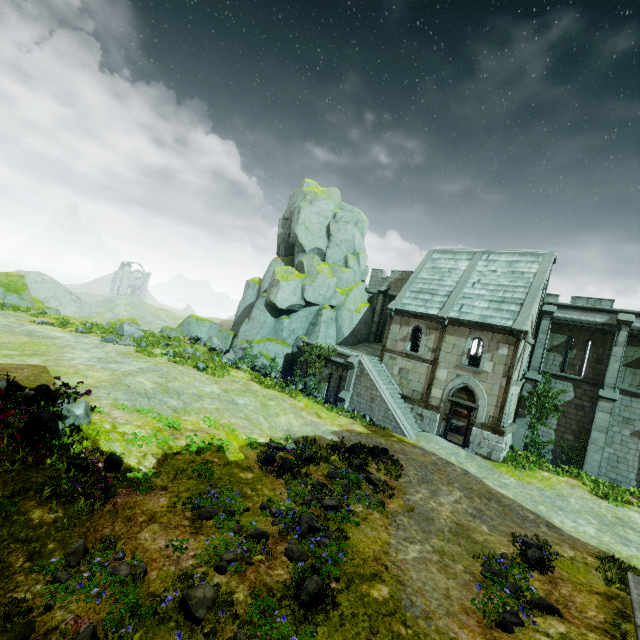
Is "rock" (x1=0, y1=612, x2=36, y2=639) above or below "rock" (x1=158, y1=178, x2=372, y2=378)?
below

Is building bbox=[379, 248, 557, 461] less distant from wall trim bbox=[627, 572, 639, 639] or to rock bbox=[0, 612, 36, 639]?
wall trim bbox=[627, 572, 639, 639]

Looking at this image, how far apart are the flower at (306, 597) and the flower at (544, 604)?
2.8 meters

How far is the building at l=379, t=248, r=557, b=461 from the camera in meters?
18.5

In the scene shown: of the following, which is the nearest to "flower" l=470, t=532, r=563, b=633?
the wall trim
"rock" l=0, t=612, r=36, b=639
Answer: the wall trim

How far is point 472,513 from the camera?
11.6 meters

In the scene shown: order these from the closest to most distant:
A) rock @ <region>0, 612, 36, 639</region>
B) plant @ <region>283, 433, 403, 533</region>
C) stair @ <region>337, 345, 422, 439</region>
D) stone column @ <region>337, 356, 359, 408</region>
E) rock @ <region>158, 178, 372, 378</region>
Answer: rock @ <region>0, 612, 36, 639</region>
plant @ <region>283, 433, 403, 533</region>
stair @ <region>337, 345, 422, 439</region>
stone column @ <region>337, 356, 359, 408</region>
rock @ <region>158, 178, 372, 378</region>

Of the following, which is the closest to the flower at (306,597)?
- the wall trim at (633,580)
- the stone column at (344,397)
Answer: the wall trim at (633,580)
